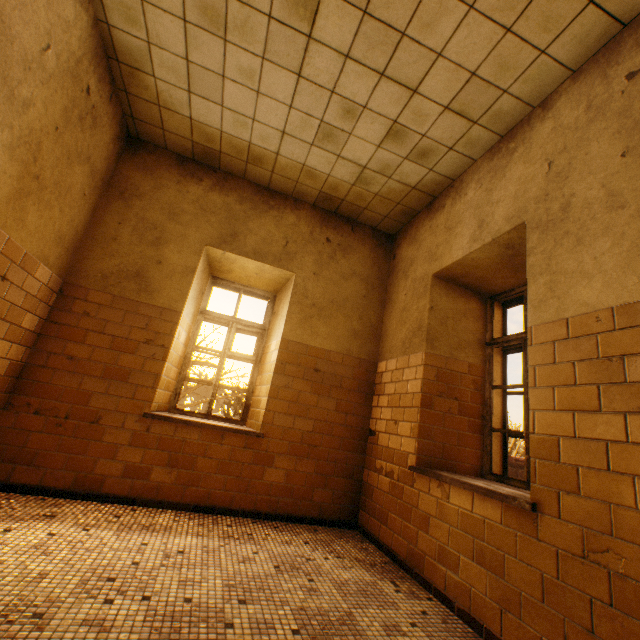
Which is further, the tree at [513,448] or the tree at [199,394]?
the tree at [513,448]

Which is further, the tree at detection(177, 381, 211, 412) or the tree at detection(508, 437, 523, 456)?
the tree at detection(508, 437, 523, 456)

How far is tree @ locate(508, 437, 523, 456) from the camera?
21.55m

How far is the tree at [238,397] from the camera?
9.42m

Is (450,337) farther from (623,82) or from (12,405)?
(12,405)
